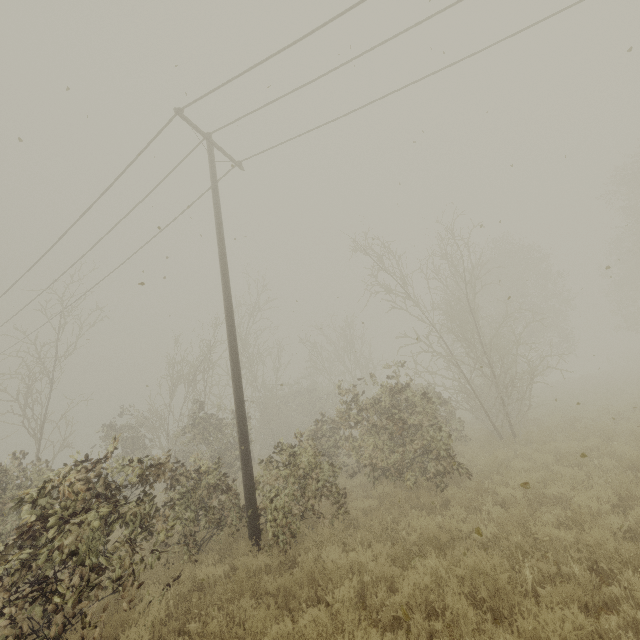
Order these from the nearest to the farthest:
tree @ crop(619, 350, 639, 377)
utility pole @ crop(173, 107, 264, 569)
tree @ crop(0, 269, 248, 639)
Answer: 1. tree @ crop(0, 269, 248, 639)
2. utility pole @ crop(173, 107, 264, 569)
3. tree @ crop(619, 350, 639, 377)

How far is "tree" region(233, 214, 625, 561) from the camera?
8.22m

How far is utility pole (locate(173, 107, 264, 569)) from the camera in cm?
740

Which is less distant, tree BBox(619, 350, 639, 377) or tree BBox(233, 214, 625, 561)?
tree BBox(233, 214, 625, 561)

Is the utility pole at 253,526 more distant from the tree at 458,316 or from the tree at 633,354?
the tree at 633,354

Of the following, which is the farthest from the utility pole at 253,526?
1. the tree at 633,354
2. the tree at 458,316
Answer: the tree at 633,354

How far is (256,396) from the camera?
23.64m

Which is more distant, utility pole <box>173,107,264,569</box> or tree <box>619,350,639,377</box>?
tree <box>619,350,639,377</box>
